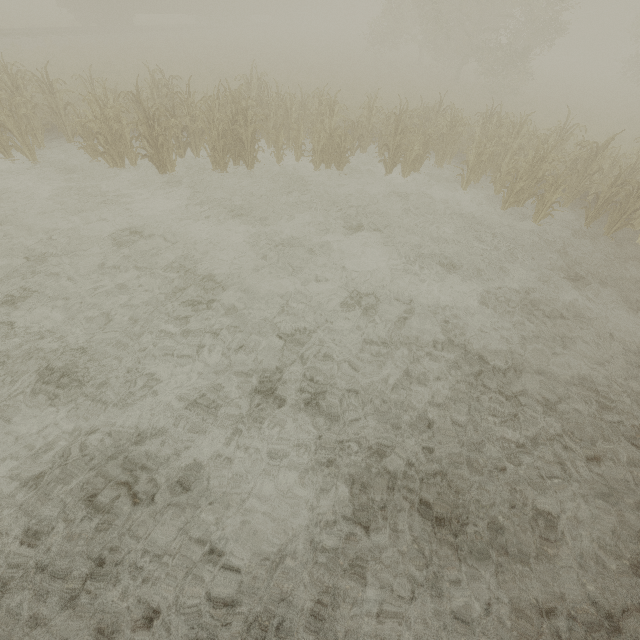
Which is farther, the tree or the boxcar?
the tree

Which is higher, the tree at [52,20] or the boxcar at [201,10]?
the boxcar at [201,10]

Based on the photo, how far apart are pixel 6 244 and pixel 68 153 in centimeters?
488cm

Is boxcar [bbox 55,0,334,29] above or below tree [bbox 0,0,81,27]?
above

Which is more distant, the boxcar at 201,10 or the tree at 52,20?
the tree at 52,20
